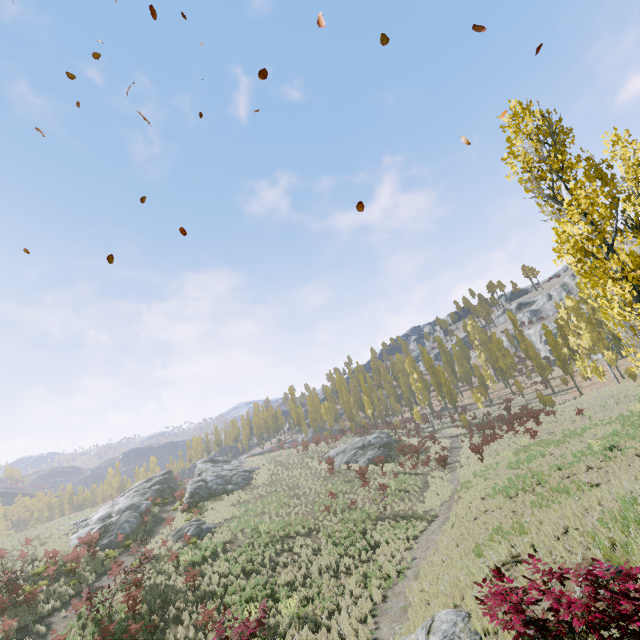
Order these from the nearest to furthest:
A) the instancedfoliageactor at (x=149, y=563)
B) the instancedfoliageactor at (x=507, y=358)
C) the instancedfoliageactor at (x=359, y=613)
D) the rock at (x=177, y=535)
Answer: the instancedfoliageactor at (x=359, y=613), the instancedfoliageactor at (x=149, y=563), the rock at (x=177, y=535), the instancedfoliageactor at (x=507, y=358)

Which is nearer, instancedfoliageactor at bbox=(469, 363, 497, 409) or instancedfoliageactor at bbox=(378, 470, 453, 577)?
instancedfoliageactor at bbox=(378, 470, 453, 577)

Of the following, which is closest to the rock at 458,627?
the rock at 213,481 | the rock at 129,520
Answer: the rock at 129,520

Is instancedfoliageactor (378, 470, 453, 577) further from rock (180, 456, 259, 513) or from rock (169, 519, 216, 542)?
rock (169, 519, 216, 542)

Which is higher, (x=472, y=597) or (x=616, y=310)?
(x=616, y=310)

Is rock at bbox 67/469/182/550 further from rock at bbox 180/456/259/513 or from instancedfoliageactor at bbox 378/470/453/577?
instancedfoliageactor at bbox 378/470/453/577

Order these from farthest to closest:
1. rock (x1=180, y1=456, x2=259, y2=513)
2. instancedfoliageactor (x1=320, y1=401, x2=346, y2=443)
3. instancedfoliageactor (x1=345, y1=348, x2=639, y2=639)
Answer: instancedfoliageactor (x1=320, y1=401, x2=346, y2=443) < rock (x1=180, y1=456, x2=259, y2=513) < instancedfoliageactor (x1=345, y1=348, x2=639, y2=639)

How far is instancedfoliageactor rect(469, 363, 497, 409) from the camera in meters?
43.7
